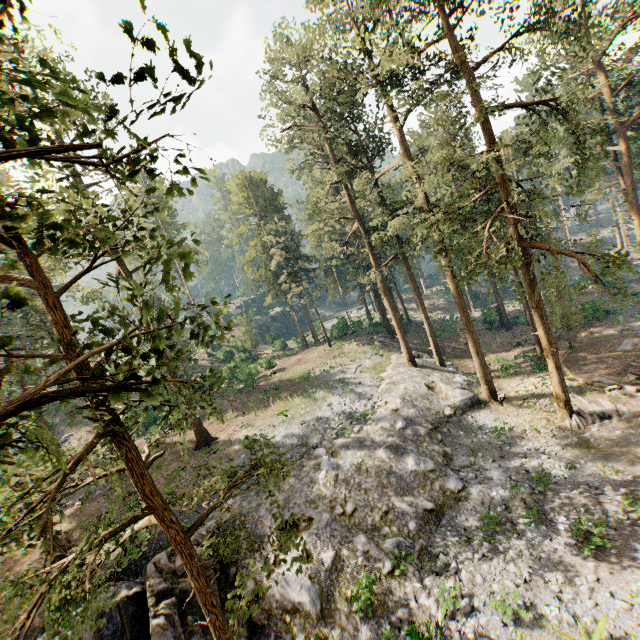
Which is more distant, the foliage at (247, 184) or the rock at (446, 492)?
the foliage at (247, 184)

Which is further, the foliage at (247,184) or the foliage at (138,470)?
the foliage at (247,184)

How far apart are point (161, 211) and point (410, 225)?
17.12m

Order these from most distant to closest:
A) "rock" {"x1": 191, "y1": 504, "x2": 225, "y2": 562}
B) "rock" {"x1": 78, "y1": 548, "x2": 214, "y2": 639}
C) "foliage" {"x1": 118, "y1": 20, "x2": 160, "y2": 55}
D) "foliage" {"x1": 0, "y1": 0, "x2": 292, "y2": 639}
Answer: "rock" {"x1": 191, "y1": 504, "x2": 225, "y2": 562} < "rock" {"x1": 78, "y1": 548, "x2": 214, "y2": 639} < "foliage" {"x1": 0, "y1": 0, "x2": 292, "y2": 639} < "foliage" {"x1": 118, "y1": 20, "x2": 160, "y2": 55}

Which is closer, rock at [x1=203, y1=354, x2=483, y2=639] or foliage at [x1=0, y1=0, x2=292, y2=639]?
foliage at [x1=0, y1=0, x2=292, y2=639]

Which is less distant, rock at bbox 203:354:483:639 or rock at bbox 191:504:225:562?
rock at bbox 203:354:483:639
